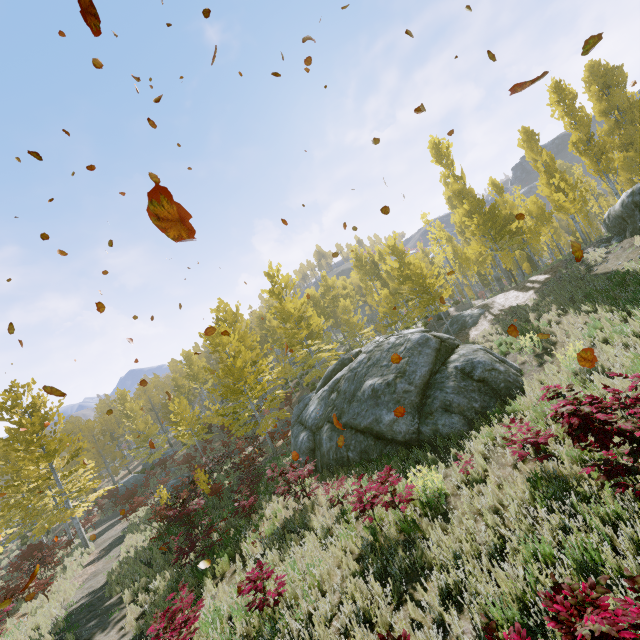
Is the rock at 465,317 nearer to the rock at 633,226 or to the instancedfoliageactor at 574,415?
the instancedfoliageactor at 574,415

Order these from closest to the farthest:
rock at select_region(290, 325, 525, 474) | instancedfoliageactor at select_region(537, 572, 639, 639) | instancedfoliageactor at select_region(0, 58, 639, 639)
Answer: instancedfoliageactor at select_region(537, 572, 639, 639), rock at select_region(290, 325, 525, 474), instancedfoliageactor at select_region(0, 58, 639, 639)

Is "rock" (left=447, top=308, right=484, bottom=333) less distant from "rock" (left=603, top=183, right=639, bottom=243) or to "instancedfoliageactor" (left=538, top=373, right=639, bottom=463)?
"instancedfoliageactor" (left=538, top=373, right=639, bottom=463)

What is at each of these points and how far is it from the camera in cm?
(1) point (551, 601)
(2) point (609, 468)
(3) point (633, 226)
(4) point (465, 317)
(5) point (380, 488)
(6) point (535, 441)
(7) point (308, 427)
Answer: (1) instancedfoliageactor, 246
(2) instancedfoliageactor, 422
(3) rock, 1431
(4) rock, 2208
(5) instancedfoliageactor, 667
(6) instancedfoliageactor, 612
(7) rock, 1460

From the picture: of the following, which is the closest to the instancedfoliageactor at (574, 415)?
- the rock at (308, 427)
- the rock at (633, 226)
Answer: the rock at (633, 226)

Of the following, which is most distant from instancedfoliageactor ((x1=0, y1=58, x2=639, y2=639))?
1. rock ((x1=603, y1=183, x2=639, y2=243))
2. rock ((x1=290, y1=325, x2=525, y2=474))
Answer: rock ((x1=290, y1=325, x2=525, y2=474))

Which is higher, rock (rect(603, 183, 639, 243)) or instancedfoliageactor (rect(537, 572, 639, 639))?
rock (rect(603, 183, 639, 243))

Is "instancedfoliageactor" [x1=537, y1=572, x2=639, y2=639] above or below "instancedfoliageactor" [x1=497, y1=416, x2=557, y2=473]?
above
